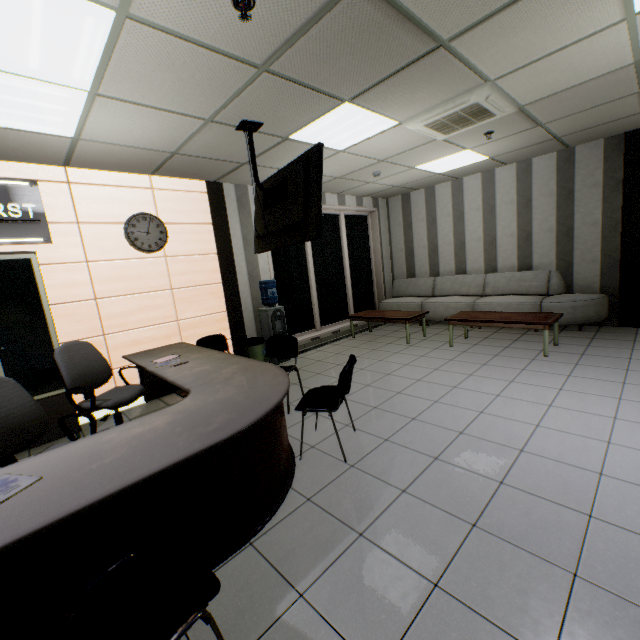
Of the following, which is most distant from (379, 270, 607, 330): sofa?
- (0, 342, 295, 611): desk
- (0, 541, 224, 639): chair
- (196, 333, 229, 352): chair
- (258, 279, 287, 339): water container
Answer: (0, 541, 224, 639): chair

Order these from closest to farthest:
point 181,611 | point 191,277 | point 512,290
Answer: point 181,611, point 191,277, point 512,290

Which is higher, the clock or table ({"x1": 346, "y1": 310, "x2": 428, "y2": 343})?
the clock

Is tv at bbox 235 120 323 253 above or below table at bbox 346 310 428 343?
above

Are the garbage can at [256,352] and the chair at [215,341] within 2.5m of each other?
yes

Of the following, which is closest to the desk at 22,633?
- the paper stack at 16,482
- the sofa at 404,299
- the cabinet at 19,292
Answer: the paper stack at 16,482

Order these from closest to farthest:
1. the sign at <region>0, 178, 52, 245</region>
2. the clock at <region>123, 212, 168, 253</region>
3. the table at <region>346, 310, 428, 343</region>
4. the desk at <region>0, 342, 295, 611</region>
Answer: the desk at <region>0, 342, 295, 611</region> → the sign at <region>0, 178, 52, 245</region> → the clock at <region>123, 212, 168, 253</region> → the table at <region>346, 310, 428, 343</region>

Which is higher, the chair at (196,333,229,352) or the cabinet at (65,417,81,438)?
the chair at (196,333,229,352)
